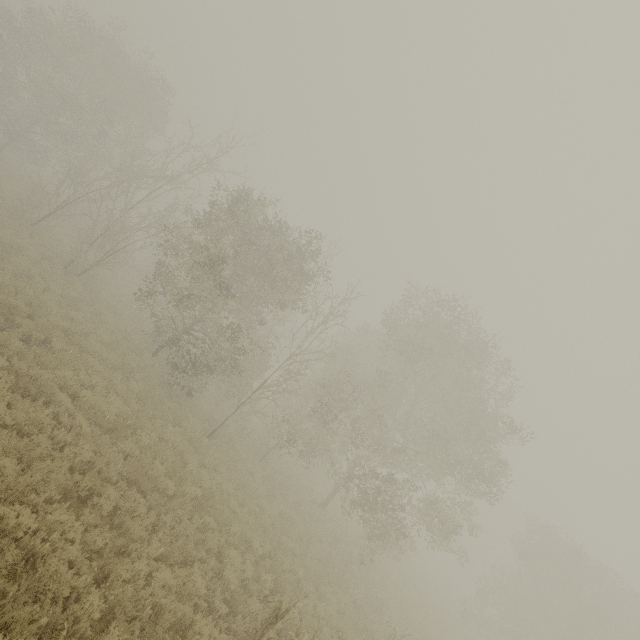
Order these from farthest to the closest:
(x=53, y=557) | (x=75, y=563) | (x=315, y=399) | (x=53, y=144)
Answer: (x=53, y=144)
(x=315, y=399)
(x=75, y=563)
(x=53, y=557)
